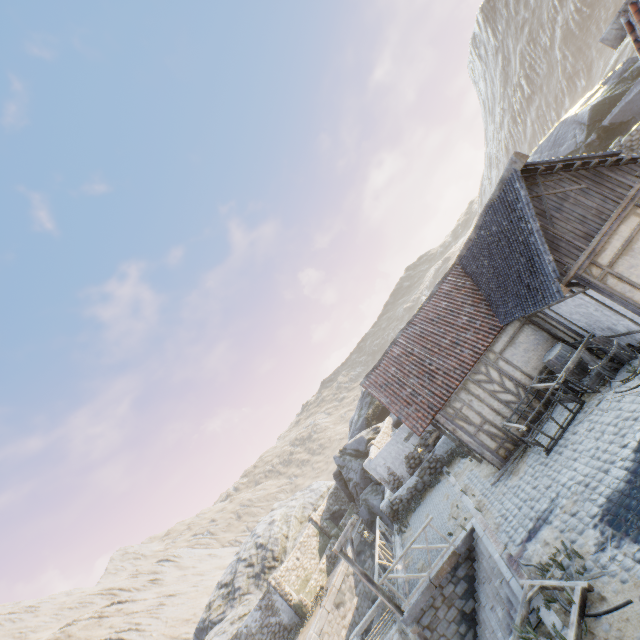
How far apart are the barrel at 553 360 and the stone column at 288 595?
21.1 meters

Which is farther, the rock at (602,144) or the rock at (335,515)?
the rock at (335,515)

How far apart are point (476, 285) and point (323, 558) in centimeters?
2279cm

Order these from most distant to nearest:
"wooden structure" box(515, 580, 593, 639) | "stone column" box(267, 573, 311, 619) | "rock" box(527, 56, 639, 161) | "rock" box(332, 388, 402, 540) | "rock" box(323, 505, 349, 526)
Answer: "rock" box(323, 505, 349, 526)
"rock" box(332, 388, 402, 540)
"stone column" box(267, 573, 311, 619)
"rock" box(527, 56, 639, 161)
"wooden structure" box(515, 580, 593, 639)

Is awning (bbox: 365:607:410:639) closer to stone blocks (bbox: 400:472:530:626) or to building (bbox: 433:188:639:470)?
stone blocks (bbox: 400:472:530:626)

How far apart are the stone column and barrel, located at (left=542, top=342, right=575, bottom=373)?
21.1 meters

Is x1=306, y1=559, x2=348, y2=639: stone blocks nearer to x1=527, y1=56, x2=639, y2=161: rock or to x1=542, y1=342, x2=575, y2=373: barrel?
x1=527, y1=56, x2=639, y2=161: rock

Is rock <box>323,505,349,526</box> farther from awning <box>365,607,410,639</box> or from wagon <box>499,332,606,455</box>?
wagon <box>499,332,606,455</box>
